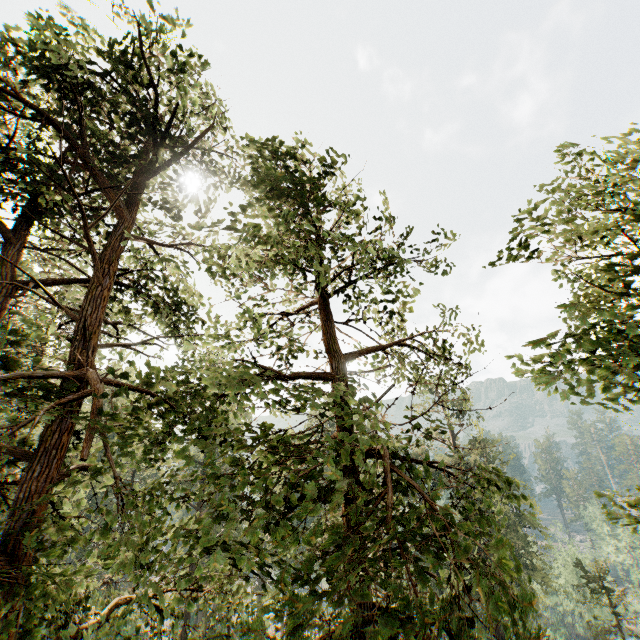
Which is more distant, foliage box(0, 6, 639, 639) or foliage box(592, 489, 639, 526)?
foliage box(592, 489, 639, 526)

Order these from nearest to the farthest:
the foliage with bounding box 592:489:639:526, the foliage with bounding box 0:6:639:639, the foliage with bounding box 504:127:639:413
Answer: the foliage with bounding box 0:6:639:639 < the foliage with bounding box 504:127:639:413 < the foliage with bounding box 592:489:639:526

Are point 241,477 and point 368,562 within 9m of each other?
yes

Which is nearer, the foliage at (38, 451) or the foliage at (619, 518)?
the foliage at (38, 451)

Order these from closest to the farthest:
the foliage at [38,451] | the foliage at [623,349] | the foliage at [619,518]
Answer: the foliage at [38,451]
the foliage at [623,349]
the foliage at [619,518]

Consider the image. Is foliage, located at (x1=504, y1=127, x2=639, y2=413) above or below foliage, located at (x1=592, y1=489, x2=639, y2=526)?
above
